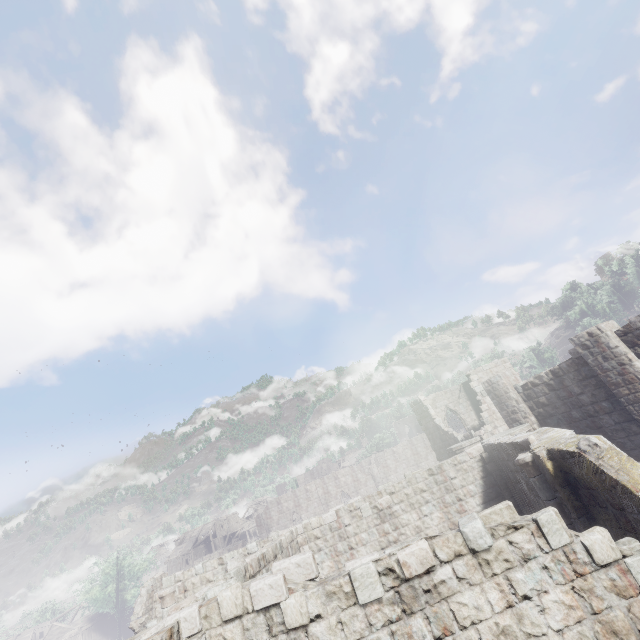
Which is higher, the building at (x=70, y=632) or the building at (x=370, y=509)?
the building at (x=370, y=509)

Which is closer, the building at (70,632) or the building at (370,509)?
the building at (370,509)

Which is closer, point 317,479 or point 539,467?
point 539,467

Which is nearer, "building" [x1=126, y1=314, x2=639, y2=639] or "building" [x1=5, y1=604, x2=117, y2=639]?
"building" [x1=126, y1=314, x2=639, y2=639]

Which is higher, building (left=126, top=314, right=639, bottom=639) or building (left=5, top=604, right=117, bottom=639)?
building (left=126, top=314, right=639, bottom=639)
